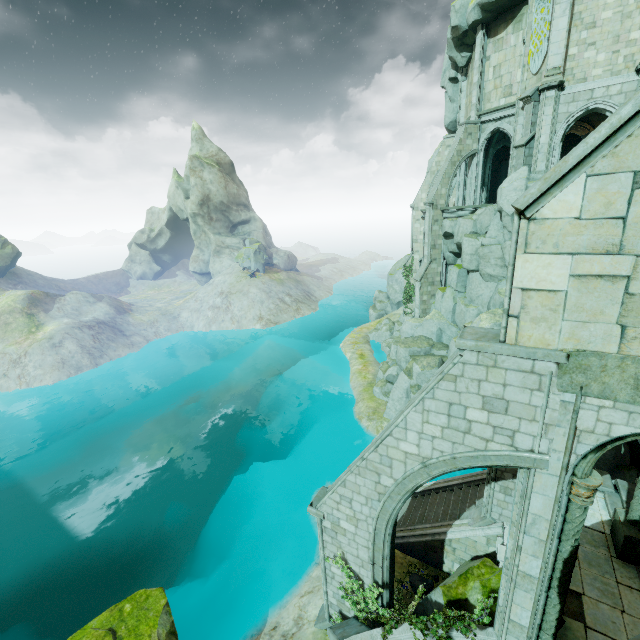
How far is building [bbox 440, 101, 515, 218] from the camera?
24.57m

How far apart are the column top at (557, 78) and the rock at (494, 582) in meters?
23.1

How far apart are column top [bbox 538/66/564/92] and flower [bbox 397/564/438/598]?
25.1m

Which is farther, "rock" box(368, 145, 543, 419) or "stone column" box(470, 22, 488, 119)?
"stone column" box(470, 22, 488, 119)

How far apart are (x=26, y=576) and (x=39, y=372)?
20.2m

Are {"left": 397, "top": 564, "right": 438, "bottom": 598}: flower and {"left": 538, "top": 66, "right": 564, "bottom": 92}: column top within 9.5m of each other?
no

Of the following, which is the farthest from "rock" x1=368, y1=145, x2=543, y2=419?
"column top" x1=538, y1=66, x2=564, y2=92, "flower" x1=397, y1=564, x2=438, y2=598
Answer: "flower" x1=397, y1=564, x2=438, y2=598

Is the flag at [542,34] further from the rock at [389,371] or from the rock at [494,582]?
the rock at [494,582]
